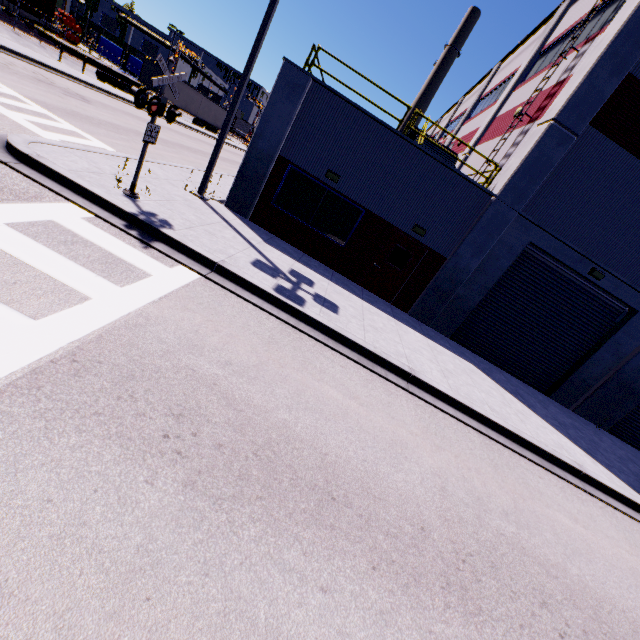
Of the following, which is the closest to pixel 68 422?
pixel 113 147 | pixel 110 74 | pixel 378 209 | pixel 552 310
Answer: pixel 378 209

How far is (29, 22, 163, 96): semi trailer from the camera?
22.7 meters

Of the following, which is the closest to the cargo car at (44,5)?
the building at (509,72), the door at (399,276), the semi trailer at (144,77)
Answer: the semi trailer at (144,77)

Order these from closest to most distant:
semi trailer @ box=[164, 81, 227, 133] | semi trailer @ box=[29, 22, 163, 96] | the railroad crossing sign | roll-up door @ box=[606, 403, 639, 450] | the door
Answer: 1. the railroad crossing sign
2. the door
3. roll-up door @ box=[606, 403, 639, 450]
4. semi trailer @ box=[29, 22, 163, 96]
5. semi trailer @ box=[164, 81, 227, 133]

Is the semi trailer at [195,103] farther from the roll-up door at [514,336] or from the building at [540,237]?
the roll-up door at [514,336]

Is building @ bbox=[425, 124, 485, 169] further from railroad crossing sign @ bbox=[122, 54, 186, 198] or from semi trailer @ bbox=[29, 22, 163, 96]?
railroad crossing sign @ bbox=[122, 54, 186, 198]

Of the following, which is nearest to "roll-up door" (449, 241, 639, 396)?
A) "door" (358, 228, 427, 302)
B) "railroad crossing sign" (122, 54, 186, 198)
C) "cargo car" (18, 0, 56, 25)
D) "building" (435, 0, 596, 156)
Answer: "building" (435, 0, 596, 156)

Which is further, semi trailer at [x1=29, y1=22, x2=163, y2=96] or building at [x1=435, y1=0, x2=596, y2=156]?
semi trailer at [x1=29, y1=22, x2=163, y2=96]
